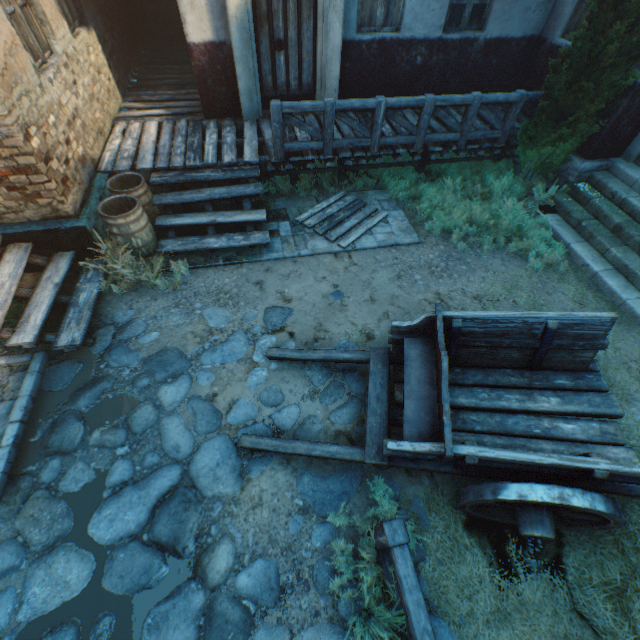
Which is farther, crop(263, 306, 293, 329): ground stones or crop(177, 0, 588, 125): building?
crop(177, 0, 588, 125): building

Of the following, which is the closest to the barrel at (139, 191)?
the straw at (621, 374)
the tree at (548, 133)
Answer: the straw at (621, 374)

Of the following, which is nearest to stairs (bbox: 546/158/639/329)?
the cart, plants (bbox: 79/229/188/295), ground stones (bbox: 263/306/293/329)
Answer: the cart

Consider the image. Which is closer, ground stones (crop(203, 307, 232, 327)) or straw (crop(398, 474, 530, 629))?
straw (crop(398, 474, 530, 629))

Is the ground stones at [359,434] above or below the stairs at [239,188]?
below

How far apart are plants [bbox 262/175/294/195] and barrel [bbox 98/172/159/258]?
2.7 meters

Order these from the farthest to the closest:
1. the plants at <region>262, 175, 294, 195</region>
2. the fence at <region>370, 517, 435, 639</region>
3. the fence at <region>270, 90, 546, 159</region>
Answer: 1. the plants at <region>262, 175, 294, 195</region>
2. the fence at <region>270, 90, 546, 159</region>
3. the fence at <region>370, 517, 435, 639</region>

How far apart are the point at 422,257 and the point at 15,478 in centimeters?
697cm
